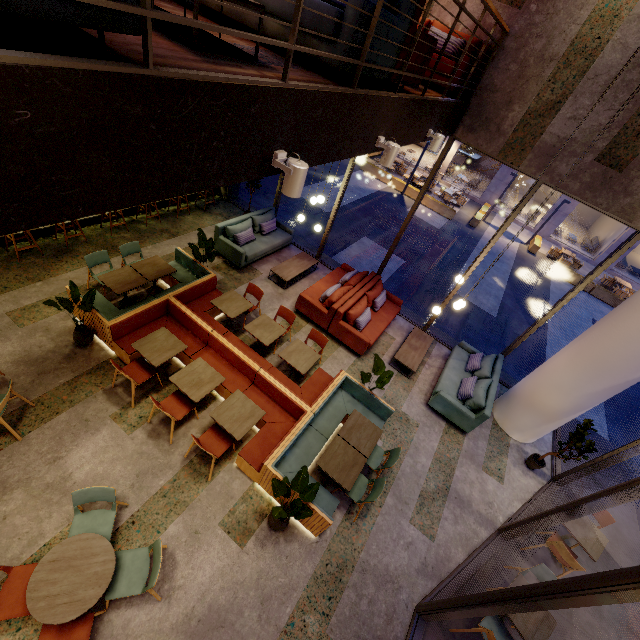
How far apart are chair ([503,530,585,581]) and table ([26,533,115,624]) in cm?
654

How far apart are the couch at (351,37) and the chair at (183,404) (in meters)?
4.66

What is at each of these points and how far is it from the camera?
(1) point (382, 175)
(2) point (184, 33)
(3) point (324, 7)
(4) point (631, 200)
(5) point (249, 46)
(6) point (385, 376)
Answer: (1) planter, 18.8 meters
(2) building, 2.4 meters
(3) couch, 2.6 meters
(4) building, 5.8 meters
(5) building, 2.9 meters
(6) tree, 6.2 meters

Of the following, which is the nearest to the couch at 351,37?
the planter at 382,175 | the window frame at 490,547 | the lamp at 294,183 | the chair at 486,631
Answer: the lamp at 294,183

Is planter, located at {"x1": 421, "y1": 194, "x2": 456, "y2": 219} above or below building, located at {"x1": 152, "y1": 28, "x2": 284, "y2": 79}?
below

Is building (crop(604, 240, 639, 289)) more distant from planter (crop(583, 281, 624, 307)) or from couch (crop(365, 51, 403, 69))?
couch (crop(365, 51, 403, 69))

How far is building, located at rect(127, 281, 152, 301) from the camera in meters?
7.1 m

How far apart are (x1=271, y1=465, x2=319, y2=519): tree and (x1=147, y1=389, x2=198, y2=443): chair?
1.8m
